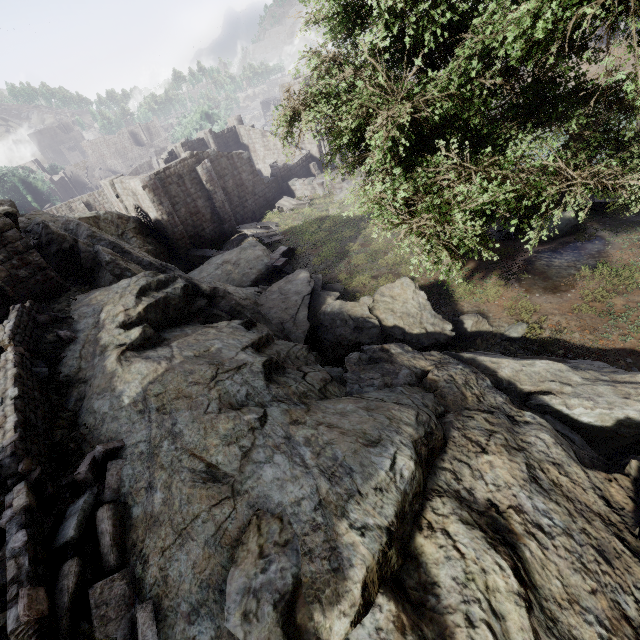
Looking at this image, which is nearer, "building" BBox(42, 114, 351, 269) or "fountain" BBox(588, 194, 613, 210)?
"fountain" BBox(588, 194, 613, 210)

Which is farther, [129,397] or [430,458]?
[129,397]

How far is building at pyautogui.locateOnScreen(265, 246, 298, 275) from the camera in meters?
20.9

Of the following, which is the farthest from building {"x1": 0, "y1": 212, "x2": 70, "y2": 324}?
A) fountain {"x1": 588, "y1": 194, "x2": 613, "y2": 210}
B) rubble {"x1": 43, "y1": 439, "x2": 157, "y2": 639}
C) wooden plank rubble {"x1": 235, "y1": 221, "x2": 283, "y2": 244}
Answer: fountain {"x1": 588, "y1": 194, "x2": 613, "y2": 210}

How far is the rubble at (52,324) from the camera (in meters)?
6.88

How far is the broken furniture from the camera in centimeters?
3065cm

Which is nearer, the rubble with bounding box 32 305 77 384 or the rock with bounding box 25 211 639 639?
the rock with bounding box 25 211 639 639

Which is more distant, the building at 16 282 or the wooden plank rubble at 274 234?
the wooden plank rubble at 274 234
